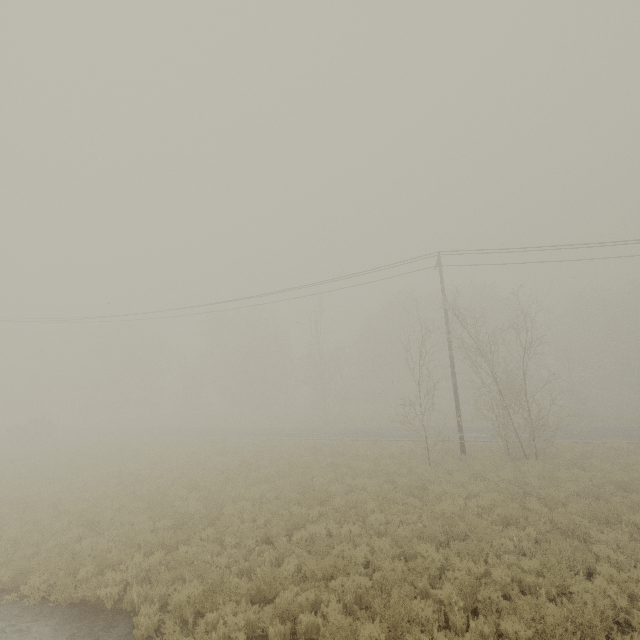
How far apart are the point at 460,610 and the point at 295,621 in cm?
344
